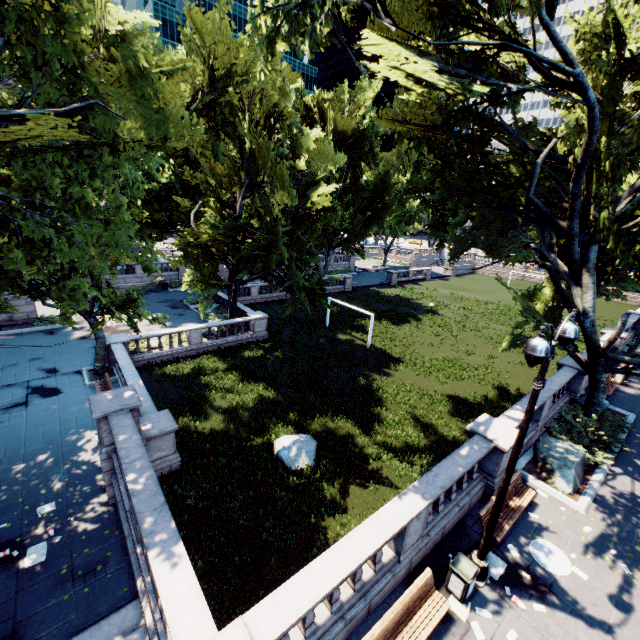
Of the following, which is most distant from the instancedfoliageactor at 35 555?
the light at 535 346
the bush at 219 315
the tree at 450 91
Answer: the bush at 219 315

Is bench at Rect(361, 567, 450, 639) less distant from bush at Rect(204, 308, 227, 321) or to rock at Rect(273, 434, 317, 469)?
rock at Rect(273, 434, 317, 469)

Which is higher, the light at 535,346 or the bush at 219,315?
the light at 535,346

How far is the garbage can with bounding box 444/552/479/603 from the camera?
7.90m

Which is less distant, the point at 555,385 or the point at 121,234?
the point at 121,234

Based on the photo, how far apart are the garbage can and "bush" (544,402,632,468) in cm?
860

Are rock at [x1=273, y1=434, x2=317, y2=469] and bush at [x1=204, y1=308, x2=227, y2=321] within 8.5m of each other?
no

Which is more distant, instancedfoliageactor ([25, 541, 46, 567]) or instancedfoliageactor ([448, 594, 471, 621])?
instancedfoliageactor ([25, 541, 46, 567])
